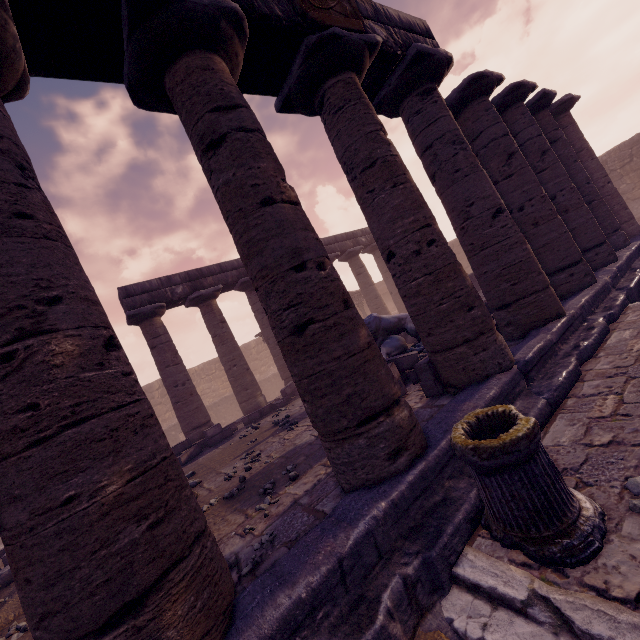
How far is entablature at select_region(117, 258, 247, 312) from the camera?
11.9 meters

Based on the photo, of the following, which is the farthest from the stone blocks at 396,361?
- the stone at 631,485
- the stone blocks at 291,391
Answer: the stone blocks at 291,391

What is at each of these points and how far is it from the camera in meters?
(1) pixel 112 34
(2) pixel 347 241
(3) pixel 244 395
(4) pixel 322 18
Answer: (1) entablature, 3.4 m
(2) entablature, 18.3 m
(3) column, 12.9 m
(4) relief sculpture, 4.4 m

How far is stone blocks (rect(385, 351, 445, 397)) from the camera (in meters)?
5.05

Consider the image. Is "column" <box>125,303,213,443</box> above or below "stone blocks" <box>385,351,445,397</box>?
above

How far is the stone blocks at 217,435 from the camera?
9.9m

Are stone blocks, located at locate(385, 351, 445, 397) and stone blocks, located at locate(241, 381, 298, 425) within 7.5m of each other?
yes

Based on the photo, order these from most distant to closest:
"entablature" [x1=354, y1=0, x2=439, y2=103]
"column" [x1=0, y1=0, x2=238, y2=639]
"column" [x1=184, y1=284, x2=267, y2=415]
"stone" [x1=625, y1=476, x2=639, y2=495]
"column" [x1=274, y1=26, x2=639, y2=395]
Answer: "column" [x1=184, y1=284, x2=267, y2=415], "entablature" [x1=354, y1=0, x2=439, y2=103], "column" [x1=274, y1=26, x2=639, y2=395], "stone" [x1=625, y1=476, x2=639, y2=495], "column" [x1=0, y1=0, x2=238, y2=639]
